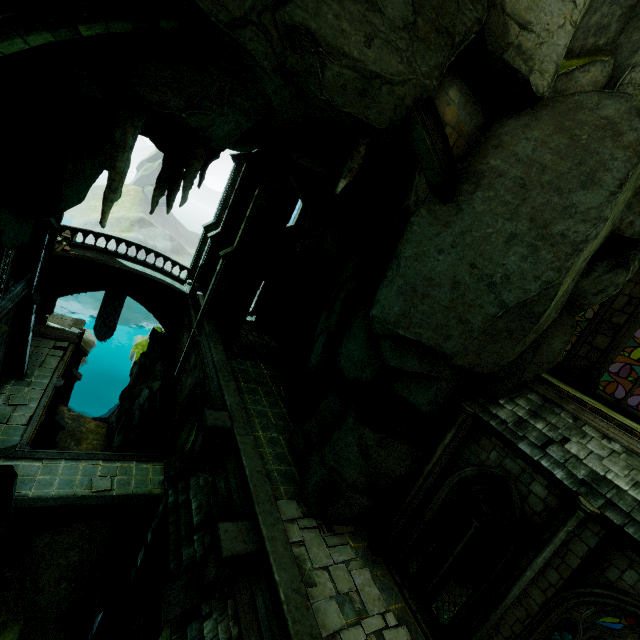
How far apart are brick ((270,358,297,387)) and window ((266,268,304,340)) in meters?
4.6

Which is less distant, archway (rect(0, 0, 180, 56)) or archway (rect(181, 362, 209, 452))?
archway (rect(0, 0, 180, 56))

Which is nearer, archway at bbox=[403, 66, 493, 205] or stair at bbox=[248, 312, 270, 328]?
archway at bbox=[403, 66, 493, 205]

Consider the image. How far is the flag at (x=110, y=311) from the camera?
26.62m

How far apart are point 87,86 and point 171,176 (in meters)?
→ 1.70

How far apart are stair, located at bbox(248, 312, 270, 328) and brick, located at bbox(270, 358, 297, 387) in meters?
6.0

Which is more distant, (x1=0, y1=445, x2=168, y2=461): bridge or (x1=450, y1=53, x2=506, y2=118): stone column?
(x1=0, y1=445, x2=168, y2=461): bridge

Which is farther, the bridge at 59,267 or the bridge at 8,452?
the bridge at 59,267
